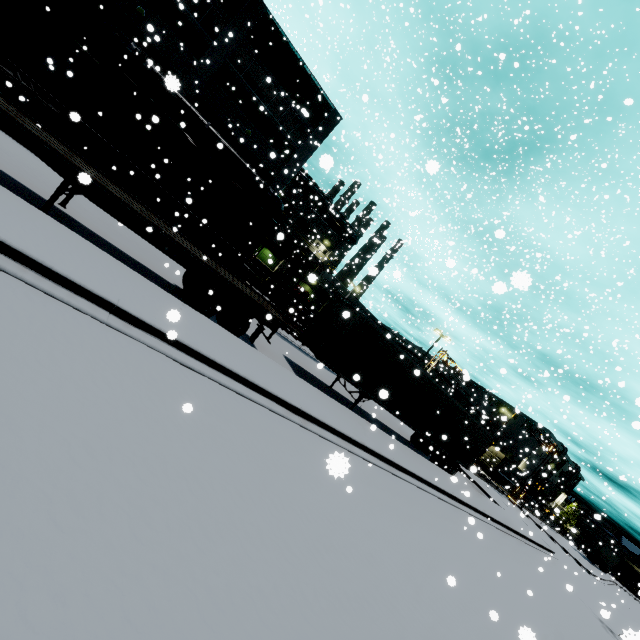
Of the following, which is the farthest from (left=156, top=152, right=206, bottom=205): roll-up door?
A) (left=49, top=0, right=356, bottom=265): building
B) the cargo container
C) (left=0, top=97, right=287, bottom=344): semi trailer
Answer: the cargo container

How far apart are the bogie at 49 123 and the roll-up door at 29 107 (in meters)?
4.23

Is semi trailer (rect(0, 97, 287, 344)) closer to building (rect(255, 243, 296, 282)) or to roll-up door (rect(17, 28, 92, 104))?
building (rect(255, 243, 296, 282))

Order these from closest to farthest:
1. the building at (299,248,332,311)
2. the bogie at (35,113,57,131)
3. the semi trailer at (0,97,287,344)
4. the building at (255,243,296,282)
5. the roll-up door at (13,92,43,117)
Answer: the semi trailer at (0,97,287,344) → the bogie at (35,113,57,131) → the roll-up door at (13,92,43,117) → the building at (255,243,296,282) → the building at (299,248,332,311)

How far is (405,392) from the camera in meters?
16.5 m

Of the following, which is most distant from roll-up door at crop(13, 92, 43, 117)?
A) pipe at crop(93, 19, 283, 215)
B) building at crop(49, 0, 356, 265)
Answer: pipe at crop(93, 19, 283, 215)

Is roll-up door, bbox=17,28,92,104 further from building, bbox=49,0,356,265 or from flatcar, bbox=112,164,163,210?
flatcar, bbox=112,164,163,210
